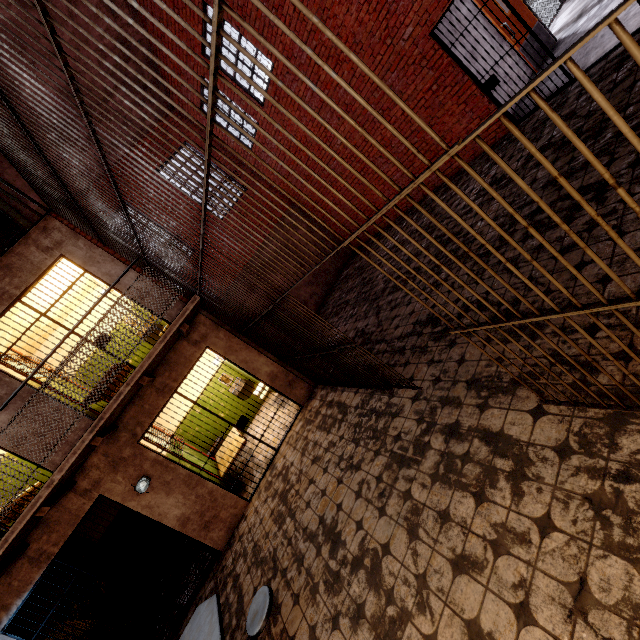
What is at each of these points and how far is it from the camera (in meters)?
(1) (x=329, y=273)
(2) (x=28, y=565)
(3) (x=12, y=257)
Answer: (1) foundation, 12.18
(2) building, 4.96
(3) building, 5.48

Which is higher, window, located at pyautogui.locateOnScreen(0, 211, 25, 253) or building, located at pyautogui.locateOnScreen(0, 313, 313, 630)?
window, located at pyautogui.locateOnScreen(0, 211, 25, 253)

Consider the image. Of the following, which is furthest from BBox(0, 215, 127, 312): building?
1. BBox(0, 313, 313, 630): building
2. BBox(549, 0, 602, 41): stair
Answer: BBox(549, 0, 602, 41): stair

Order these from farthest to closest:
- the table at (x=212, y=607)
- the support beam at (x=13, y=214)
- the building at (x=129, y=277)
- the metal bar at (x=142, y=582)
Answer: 1. the support beam at (x=13, y=214)
2. the building at (x=129, y=277)
3. the metal bar at (x=142, y=582)
4. the table at (x=212, y=607)

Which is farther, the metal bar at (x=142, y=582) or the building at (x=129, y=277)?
the building at (x=129, y=277)

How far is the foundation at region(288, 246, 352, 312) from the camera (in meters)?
11.64

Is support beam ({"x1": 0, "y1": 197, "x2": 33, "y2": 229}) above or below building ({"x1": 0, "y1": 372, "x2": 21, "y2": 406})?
above

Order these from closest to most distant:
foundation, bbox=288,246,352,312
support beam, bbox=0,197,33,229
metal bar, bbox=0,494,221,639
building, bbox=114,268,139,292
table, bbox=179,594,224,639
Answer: table, bbox=179,594,224,639 → metal bar, bbox=0,494,221,639 → building, bbox=114,268,139,292 → support beam, bbox=0,197,33,229 → foundation, bbox=288,246,352,312
